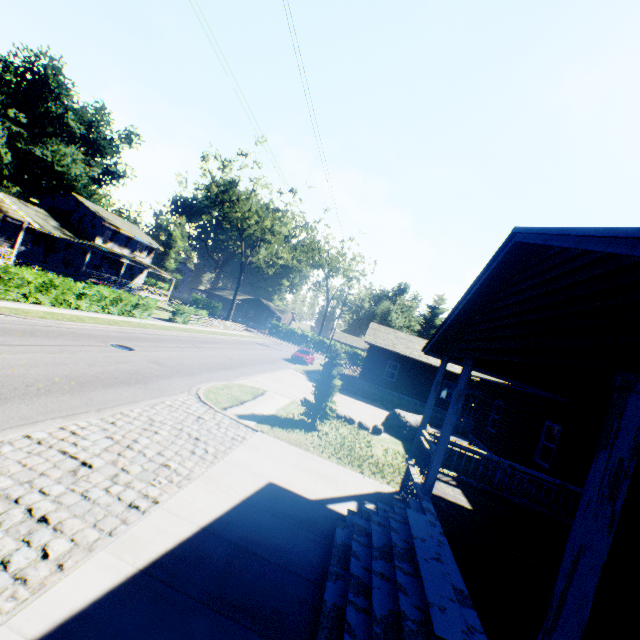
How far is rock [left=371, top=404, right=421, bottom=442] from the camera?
16.3 meters

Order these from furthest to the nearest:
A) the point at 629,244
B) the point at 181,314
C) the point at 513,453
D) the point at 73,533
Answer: the point at 181,314 → the point at 513,453 → the point at 73,533 → the point at 629,244

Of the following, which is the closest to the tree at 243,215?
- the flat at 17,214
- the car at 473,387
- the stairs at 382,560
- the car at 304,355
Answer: the car at 304,355

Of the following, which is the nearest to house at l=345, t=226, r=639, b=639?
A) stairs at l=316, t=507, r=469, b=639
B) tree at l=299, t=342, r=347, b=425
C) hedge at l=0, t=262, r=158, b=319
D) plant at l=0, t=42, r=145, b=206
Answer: stairs at l=316, t=507, r=469, b=639

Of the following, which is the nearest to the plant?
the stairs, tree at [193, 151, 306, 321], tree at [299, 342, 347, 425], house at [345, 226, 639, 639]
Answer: tree at [193, 151, 306, 321]

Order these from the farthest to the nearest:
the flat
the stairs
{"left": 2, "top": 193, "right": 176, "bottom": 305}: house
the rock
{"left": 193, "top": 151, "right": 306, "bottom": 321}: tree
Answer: {"left": 193, "top": 151, "right": 306, "bottom": 321}: tree, {"left": 2, "top": 193, "right": 176, "bottom": 305}: house, the flat, the rock, the stairs

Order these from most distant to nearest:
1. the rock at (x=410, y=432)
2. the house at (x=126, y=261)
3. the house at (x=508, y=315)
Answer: the house at (x=126, y=261), the rock at (x=410, y=432), the house at (x=508, y=315)

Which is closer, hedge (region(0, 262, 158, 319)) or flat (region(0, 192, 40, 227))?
hedge (region(0, 262, 158, 319))
